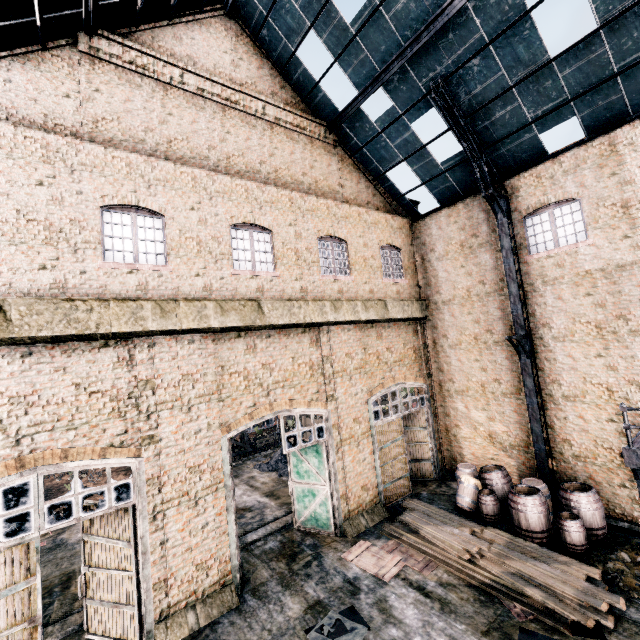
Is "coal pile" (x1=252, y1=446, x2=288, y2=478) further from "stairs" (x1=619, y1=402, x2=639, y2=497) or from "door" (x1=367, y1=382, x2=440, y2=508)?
"stairs" (x1=619, y1=402, x2=639, y2=497)

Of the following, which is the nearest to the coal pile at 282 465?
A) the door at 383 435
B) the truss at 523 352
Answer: the door at 383 435

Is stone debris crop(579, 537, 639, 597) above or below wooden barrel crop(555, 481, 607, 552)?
below

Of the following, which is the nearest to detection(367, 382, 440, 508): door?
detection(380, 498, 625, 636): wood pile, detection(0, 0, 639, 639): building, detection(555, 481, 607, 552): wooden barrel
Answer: detection(0, 0, 639, 639): building

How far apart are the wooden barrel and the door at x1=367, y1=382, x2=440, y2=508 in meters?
5.6 m

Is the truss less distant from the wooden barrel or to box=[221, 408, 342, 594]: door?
the wooden barrel

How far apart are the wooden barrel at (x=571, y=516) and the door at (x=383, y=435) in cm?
557

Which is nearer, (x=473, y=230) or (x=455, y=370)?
(x=473, y=230)
